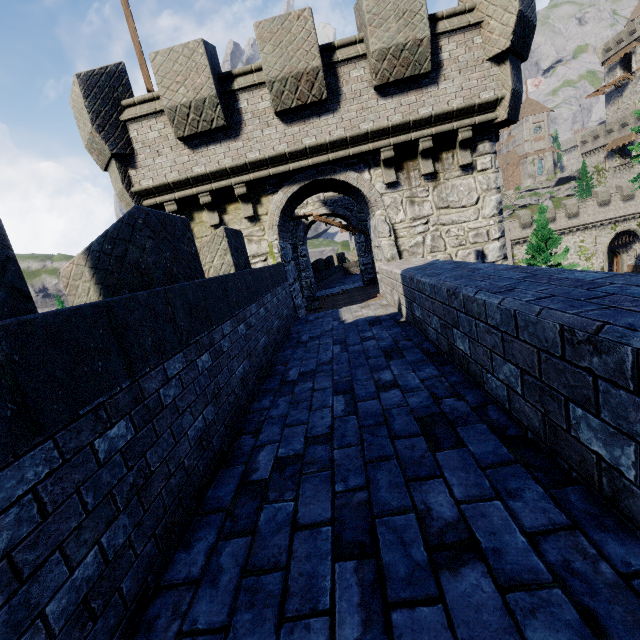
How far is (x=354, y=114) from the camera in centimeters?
803cm

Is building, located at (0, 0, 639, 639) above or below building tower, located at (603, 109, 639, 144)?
below

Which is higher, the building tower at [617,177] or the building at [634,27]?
the building at [634,27]

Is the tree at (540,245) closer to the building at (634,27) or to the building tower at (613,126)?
the building tower at (613,126)

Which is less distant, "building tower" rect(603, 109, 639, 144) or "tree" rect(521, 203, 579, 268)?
"tree" rect(521, 203, 579, 268)

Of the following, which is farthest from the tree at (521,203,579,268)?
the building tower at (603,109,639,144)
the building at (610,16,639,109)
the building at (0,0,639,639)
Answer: the building at (610,16,639,109)

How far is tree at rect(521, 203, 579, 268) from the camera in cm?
2522

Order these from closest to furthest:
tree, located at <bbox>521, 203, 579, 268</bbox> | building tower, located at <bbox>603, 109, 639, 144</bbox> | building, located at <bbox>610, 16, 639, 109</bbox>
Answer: tree, located at <bbox>521, 203, 579, 268</bbox> < building tower, located at <bbox>603, 109, 639, 144</bbox> < building, located at <bbox>610, 16, 639, 109</bbox>
